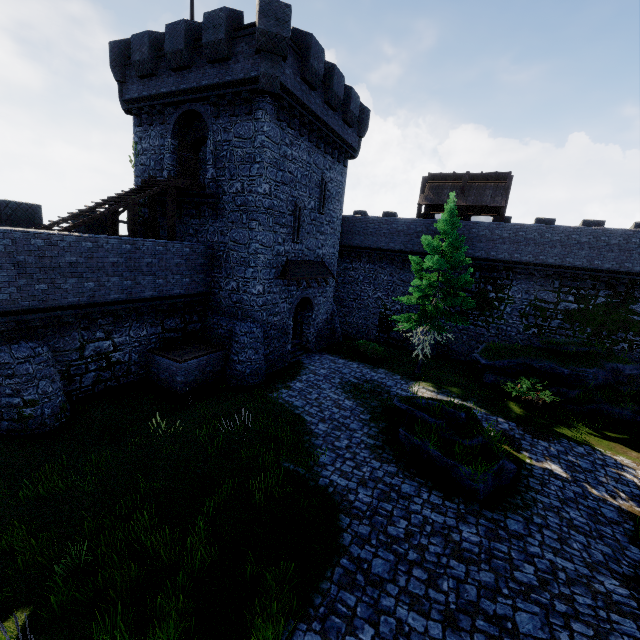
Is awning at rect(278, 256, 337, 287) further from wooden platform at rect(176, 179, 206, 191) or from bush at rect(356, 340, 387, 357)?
wooden platform at rect(176, 179, 206, 191)

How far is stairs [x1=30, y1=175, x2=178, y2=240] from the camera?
12.8m

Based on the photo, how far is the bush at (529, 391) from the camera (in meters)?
16.23

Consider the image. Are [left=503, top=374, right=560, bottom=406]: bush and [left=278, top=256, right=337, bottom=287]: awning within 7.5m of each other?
no

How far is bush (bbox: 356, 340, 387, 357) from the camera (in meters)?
22.09

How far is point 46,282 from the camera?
11.1m

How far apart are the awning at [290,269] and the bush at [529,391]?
11.66m

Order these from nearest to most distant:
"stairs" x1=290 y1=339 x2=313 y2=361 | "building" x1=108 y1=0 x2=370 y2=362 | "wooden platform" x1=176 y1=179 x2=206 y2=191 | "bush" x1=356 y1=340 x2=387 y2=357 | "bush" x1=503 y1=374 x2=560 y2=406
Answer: "building" x1=108 y1=0 x2=370 y2=362 → "wooden platform" x1=176 y1=179 x2=206 y2=191 → "bush" x1=503 y1=374 x2=560 y2=406 → "stairs" x1=290 y1=339 x2=313 y2=361 → "bush" x1=356 y1=340 x2=387 y2=357
